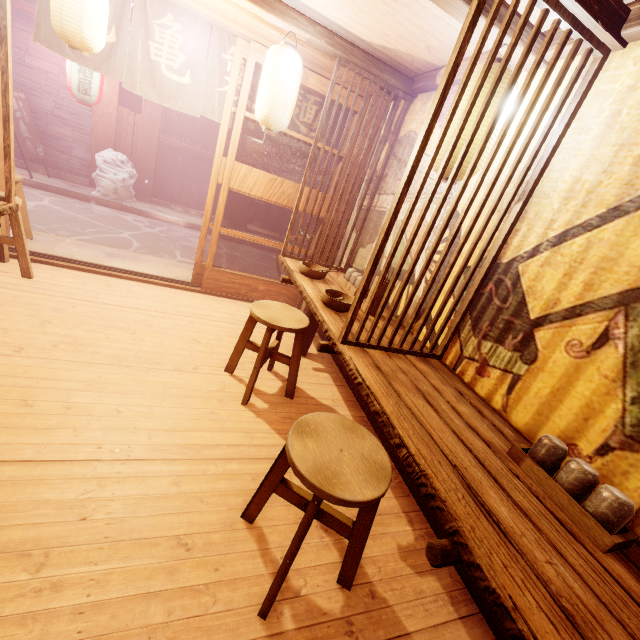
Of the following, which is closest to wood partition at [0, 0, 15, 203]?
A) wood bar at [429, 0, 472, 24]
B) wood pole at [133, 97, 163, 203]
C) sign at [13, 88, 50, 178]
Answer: wood bar at [429, 0, 472, 24]

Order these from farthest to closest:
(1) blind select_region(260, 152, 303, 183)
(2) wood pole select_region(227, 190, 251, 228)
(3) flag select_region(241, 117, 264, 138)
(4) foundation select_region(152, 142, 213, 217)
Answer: (1) blind select_region(260, 152, 303, 183) < (2) wood pole select_region(227, 190, 251, 228) < (4) foundation select_region(152, 142, 213, 217) < (3) flag select_region(241, 117, 264, 138)

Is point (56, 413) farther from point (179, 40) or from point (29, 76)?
point (29, 76)

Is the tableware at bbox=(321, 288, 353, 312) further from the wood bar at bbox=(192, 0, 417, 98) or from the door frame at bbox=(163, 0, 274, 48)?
the wood bar at bbox=(192, 0, 417, 98)

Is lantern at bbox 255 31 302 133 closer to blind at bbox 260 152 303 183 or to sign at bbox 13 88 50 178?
sign at bbox 13 88 50 178

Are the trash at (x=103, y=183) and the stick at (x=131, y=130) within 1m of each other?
yes

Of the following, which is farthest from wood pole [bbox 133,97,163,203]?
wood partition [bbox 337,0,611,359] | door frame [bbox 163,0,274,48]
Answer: wood partition [bbox 337,0,611,359]

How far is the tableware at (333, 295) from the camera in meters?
4.5 m
